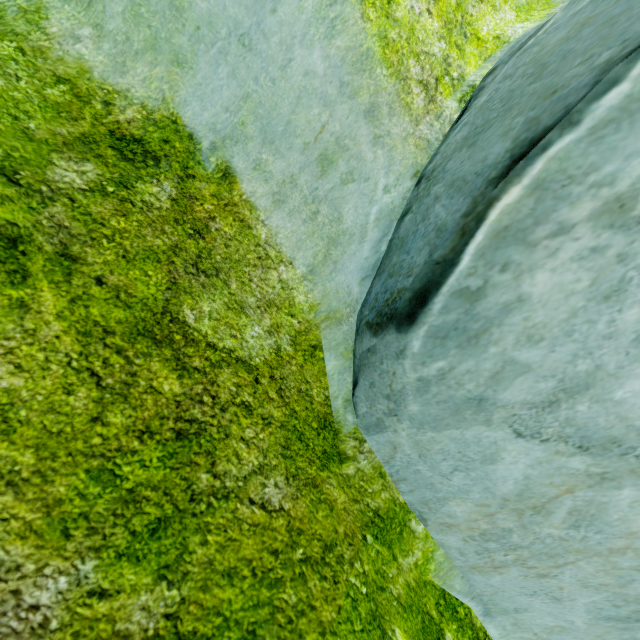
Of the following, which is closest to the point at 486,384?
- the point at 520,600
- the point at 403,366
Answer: the point at 403,366
